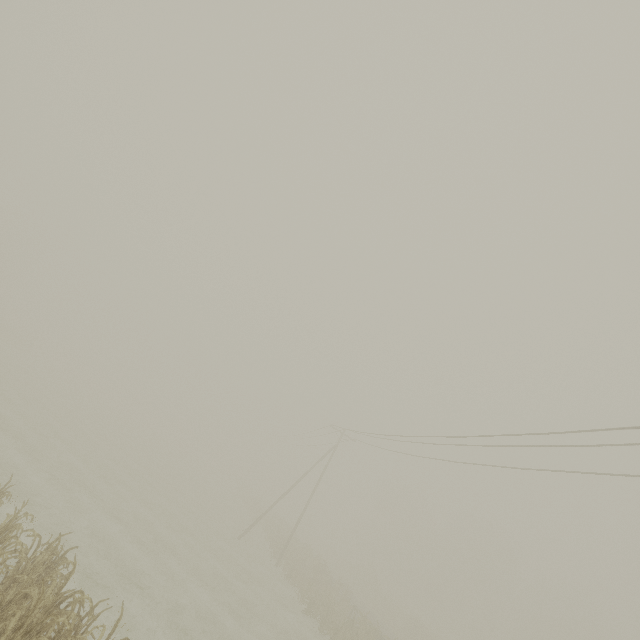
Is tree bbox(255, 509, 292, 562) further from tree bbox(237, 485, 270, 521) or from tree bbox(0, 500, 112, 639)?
tree bbox(0, 500, 112, 639)

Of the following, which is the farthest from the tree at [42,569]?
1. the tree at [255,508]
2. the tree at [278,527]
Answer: the tree at [255,508]

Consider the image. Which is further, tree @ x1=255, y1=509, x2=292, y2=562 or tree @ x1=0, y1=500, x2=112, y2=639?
tree @ x1=255, y1=509, x2=292, y2=562

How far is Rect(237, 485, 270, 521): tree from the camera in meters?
42.4

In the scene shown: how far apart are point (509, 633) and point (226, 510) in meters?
45.4

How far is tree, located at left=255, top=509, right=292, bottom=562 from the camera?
29.12m

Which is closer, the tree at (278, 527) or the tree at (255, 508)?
the tree at (278, 527)
